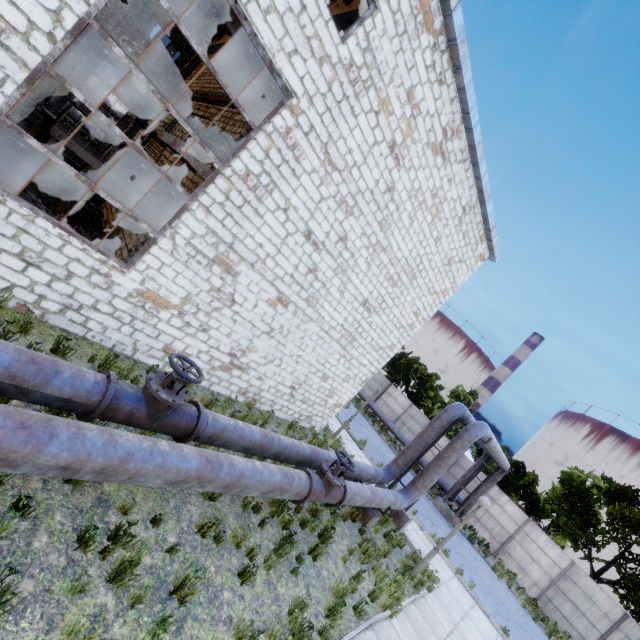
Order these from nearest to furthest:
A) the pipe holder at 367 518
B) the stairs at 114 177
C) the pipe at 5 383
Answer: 1. the pipe at 5 383
2. the stairs at 114 177
3. the pipe holder at 367 518

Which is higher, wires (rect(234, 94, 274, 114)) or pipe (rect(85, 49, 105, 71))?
wires (rect(234, 94, 274, 114))

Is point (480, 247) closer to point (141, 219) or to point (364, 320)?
point (364, 320)

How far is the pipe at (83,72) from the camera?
18.1 meters

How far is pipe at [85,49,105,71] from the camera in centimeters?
1811cm

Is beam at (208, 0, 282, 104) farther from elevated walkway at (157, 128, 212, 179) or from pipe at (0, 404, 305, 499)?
pipe at (0, 404, 305, 499)

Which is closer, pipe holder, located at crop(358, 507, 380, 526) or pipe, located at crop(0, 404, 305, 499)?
pipe, located at crop(0, 404, 305, 499)

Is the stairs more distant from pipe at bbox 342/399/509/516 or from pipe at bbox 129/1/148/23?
pipe at bbox 342/399/509/516
